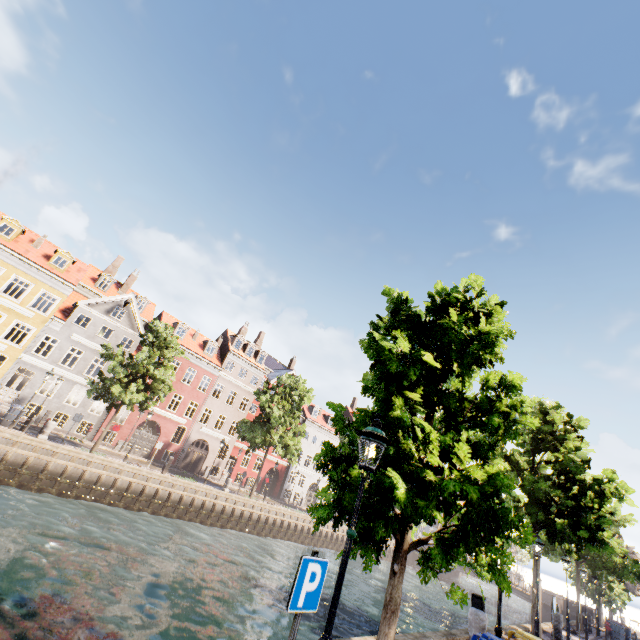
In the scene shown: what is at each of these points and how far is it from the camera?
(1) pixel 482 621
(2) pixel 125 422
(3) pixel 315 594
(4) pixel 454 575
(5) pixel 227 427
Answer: (1) pillar, 9.08m
(2) building, 29.73m
(3) sign, 3.62m
(4) bridge, 44.72m
(5) building, 37.41m

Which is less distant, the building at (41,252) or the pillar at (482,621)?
the pillar at (482,621)

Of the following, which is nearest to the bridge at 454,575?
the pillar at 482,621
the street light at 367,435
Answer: the pillar at 482,621

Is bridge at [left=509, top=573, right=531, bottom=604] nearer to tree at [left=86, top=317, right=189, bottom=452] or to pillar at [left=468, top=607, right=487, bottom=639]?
tree at [left=86, top=317, right=189, bottom=452]

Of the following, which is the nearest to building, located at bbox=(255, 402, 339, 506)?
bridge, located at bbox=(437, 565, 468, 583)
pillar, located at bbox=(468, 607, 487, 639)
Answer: pillar, located at bbox=(468, 607, 487, 639)

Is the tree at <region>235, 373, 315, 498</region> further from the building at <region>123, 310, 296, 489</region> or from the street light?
the building at <region>123, 310, 296, 489</region>

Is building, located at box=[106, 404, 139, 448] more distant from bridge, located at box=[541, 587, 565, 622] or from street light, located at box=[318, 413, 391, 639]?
bridge, located at box=[541, 587, 565, 622]

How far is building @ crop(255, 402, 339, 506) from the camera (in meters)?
42.22
